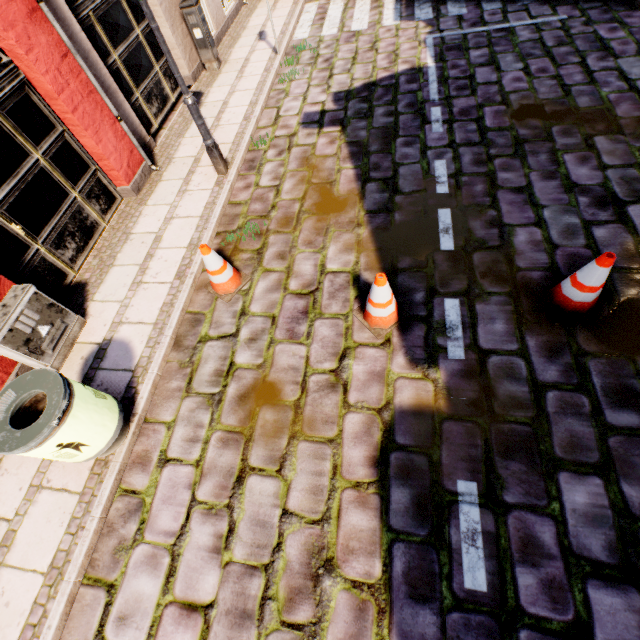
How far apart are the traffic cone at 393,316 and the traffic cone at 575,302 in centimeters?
144cm

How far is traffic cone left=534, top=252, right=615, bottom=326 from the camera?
3.03m

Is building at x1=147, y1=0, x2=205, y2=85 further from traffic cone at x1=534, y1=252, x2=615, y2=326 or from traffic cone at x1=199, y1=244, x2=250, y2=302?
traffic cone at x1=534, y1=252, x2=615, y2=326

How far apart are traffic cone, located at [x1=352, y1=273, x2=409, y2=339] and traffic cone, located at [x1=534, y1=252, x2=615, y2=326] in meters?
1.4

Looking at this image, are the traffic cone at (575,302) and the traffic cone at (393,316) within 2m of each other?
yes

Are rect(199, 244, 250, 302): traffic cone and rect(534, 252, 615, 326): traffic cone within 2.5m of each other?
no

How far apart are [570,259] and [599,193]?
1.3 meters

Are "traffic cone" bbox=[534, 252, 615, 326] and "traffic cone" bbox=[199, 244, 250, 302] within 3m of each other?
no
